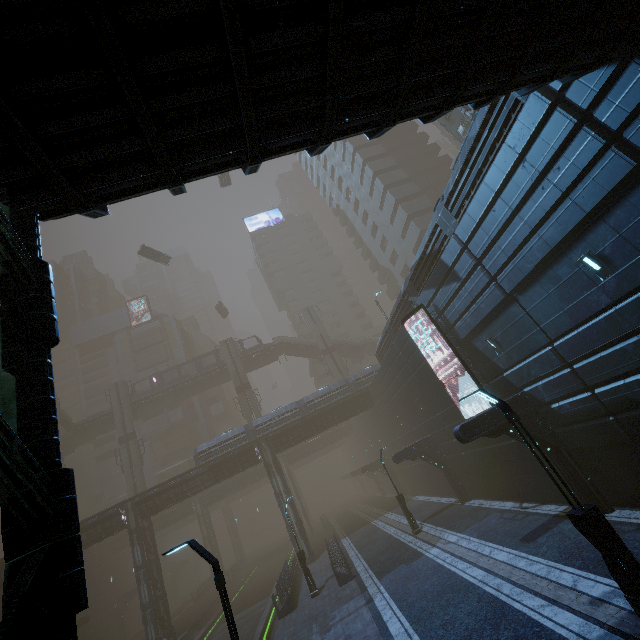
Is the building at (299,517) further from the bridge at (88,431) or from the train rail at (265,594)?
the bridge at (88,431)

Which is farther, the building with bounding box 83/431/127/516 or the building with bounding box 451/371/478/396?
the building with bounding box 83/431/127/516

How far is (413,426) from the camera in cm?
2873

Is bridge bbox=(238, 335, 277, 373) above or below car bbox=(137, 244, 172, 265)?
below

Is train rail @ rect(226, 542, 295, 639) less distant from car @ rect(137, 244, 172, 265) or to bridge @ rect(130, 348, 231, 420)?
bridge @ rect(130, 348, 231, 420)

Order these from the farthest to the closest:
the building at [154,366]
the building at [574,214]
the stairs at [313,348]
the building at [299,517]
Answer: the building at [154,366] → the stairs at [313,348] → the building at [299,517] → the building at [574,214]

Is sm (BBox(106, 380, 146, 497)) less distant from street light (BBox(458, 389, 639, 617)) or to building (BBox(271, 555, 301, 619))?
building (BBox(271, 555, 301, 619))

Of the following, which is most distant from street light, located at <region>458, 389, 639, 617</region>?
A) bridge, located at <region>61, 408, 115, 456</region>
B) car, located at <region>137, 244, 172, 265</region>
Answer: bridge, located at <region>61, 408, 115, 456</region>
